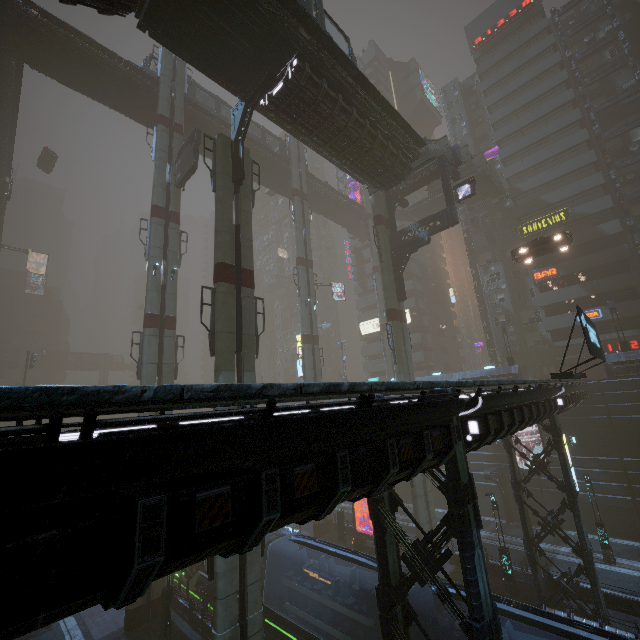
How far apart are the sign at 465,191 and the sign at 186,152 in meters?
20.3 m

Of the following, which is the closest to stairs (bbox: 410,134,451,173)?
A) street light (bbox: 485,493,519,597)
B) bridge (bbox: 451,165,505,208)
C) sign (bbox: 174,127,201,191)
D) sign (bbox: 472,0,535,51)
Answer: bridge (bbox: 451,165,505,208)

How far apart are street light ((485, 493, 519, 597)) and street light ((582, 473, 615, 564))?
7.6 meters

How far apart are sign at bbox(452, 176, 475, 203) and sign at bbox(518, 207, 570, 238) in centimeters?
1998cm

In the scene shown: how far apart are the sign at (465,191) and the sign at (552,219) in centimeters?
1998cm

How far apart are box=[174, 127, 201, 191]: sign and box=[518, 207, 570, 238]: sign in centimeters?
3802cm

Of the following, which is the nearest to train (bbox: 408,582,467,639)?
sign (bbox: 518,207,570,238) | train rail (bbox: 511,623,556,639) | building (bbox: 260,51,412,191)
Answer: train rail (bbox: 511,623,556,639)

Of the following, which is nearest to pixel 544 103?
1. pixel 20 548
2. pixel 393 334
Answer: pixel 393 334
